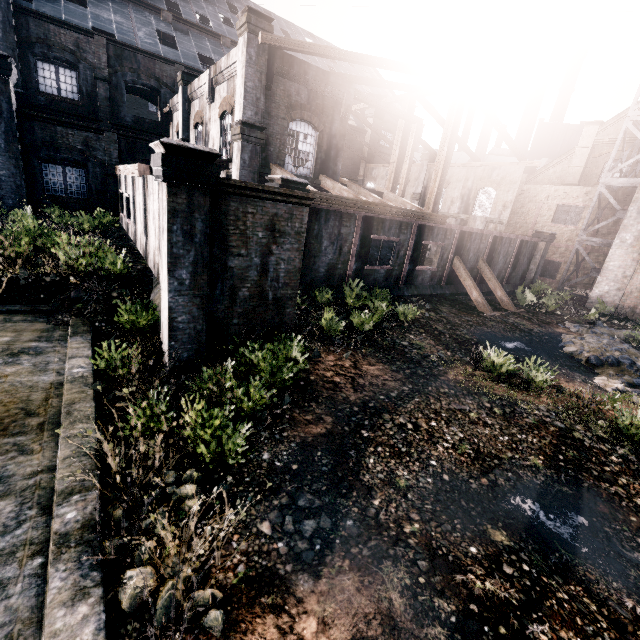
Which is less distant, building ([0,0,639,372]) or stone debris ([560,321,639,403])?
building ([0,0,639,372])

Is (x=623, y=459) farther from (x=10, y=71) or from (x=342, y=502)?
(x=10, y=71)

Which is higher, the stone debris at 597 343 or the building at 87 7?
the building at 87 7

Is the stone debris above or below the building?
below

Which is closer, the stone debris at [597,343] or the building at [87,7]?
the building at [87,7]
